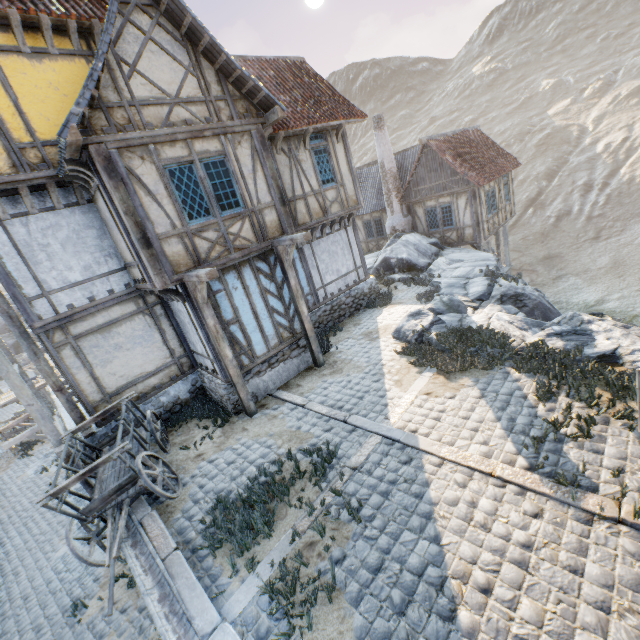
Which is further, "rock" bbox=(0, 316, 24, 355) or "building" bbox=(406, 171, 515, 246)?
"rock" bbox=(0, 316, 24, 355)

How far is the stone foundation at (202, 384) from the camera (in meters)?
8.84

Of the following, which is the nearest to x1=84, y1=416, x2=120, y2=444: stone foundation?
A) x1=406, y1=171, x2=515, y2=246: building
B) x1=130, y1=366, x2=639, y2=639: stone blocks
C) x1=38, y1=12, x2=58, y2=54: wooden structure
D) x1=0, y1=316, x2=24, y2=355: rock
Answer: x1=130, y1=366, x2=639, y2=639: stone blocks

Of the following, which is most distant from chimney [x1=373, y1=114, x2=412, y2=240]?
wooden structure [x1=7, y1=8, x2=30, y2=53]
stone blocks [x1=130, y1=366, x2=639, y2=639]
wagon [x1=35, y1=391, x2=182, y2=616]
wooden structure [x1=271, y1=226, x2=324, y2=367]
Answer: wagon [x1=35, y1=391, x2=182, y2=616]

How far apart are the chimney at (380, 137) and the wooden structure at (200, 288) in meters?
15.0

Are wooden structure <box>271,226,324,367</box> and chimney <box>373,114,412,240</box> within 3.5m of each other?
no

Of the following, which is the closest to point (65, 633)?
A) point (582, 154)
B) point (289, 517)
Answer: point (289, 517)

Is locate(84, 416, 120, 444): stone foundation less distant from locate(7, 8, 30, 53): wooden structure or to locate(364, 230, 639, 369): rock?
locate(364, 230, 639, 369): rock
